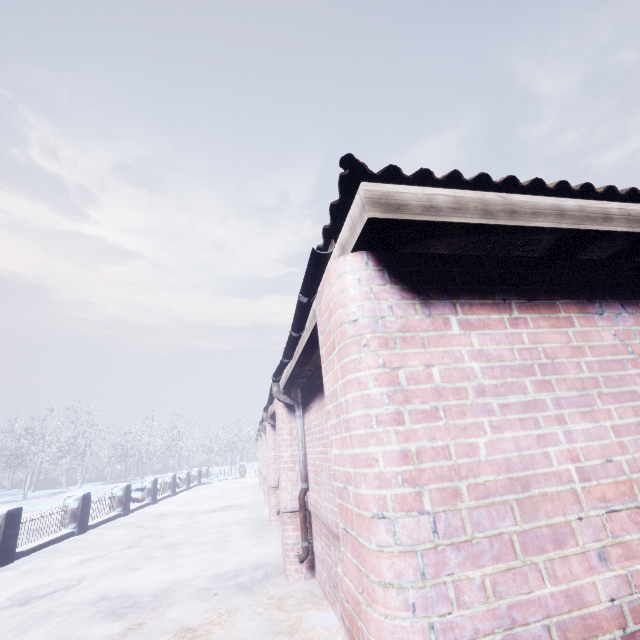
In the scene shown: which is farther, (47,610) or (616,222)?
(47,610)

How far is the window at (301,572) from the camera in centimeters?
372cm

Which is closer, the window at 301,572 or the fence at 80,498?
the window at 301,572

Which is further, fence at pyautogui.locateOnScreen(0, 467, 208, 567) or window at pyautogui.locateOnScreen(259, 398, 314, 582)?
fence at pyautogui.locateOnScreen(0, 467, 208, 567)

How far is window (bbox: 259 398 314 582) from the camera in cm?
372
